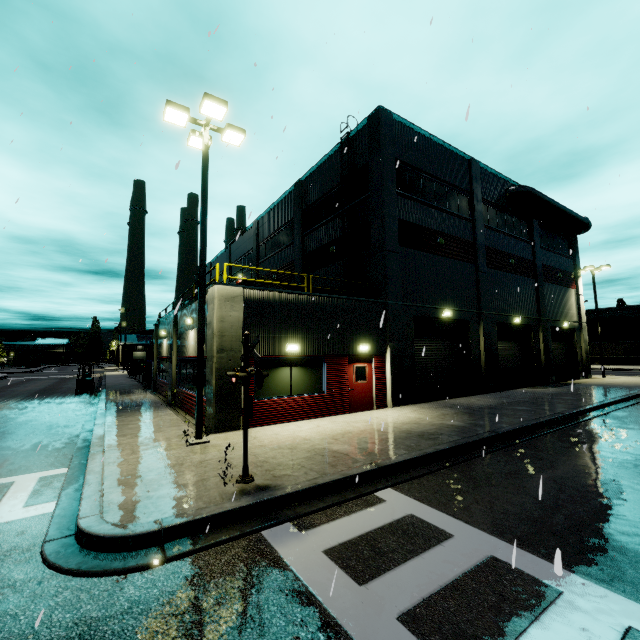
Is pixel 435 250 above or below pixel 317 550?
above

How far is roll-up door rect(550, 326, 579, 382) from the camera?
25.94m

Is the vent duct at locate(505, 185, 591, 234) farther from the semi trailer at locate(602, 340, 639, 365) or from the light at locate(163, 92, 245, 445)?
the light at locate(163, 92, 245, 445)

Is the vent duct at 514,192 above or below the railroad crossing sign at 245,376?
above

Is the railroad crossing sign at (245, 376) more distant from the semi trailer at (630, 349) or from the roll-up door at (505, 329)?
the roll-up door at (505, 329)

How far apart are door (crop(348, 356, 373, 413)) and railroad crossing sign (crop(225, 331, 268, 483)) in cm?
730

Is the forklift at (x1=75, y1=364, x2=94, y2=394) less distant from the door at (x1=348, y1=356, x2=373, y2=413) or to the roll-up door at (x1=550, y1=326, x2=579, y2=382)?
the door at (x1=348, y1=356, x2=373, y2=413)

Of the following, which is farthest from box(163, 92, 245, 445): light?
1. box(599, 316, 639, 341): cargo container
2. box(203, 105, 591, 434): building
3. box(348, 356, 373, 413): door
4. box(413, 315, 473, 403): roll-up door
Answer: box(599, 316, 639, 341): cargo container
